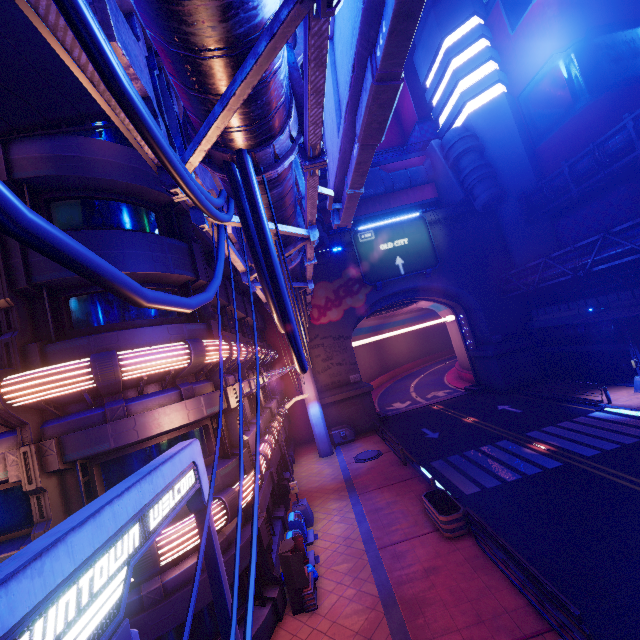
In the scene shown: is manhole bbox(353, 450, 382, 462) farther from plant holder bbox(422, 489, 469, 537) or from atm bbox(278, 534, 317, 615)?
atm bbox(278, 534, 317, 615)

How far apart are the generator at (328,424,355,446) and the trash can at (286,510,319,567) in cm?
1197

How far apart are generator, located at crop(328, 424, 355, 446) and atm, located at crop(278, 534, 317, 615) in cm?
1576

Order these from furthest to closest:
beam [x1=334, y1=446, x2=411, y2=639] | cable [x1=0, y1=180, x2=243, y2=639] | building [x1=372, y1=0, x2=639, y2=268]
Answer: building [x1=372, y1=0, x2=639, y2=268] < beam [x1=334, y1=446, x2=411, y2=639] < cable [x1=0, y1=180, x2=243, y2=639]

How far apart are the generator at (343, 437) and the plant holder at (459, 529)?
13.22m

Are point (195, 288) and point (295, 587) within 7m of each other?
no

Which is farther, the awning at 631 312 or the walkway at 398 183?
the walkway at 398 183

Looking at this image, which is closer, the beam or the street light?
the beam
